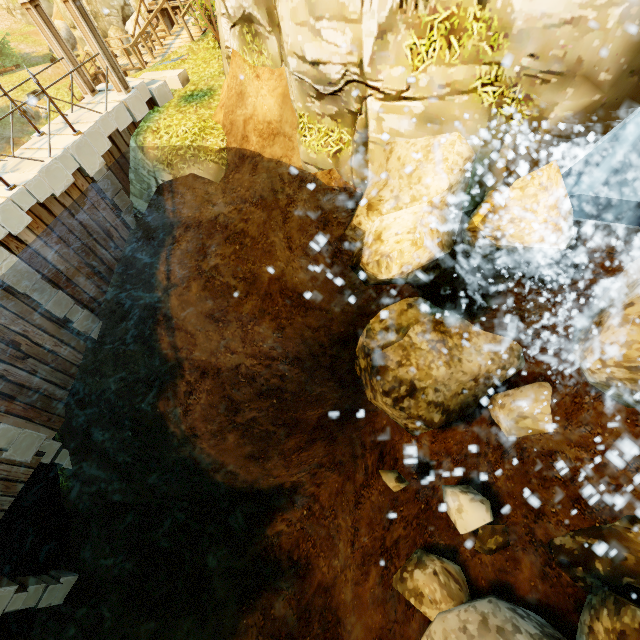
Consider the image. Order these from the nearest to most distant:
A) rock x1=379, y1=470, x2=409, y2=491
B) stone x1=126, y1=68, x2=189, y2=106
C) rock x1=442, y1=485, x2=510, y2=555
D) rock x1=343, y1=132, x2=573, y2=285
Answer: rock x1=343, y1=132, x2=573, y2=285, rock x1=442, y1=485, x2=510, y2=555, rock x1=379, y1=470, x2=409, y2=491, stone x1=126, y1=68, x2=189, y2=106

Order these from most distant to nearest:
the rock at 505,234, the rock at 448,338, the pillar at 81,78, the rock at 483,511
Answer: the pillar at 81,78 → the rock at 448,338 → the rock at 483,511 → the rock at 505,234

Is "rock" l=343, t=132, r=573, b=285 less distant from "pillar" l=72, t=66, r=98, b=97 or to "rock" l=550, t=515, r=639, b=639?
"rock" l=550, t=515, r=639, b=639

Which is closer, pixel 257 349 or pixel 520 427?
pixel 520 427

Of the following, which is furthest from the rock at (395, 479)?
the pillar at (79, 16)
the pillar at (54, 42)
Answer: the pillar at (54, 42)

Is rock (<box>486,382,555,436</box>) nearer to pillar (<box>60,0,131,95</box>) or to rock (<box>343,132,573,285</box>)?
rock (<box>343,132,573,285</box>)

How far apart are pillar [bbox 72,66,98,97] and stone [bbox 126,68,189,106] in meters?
0.9 m

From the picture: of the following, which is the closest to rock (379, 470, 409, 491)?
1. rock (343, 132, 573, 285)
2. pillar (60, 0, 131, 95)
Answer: rock (343, 132, 573, 285)
